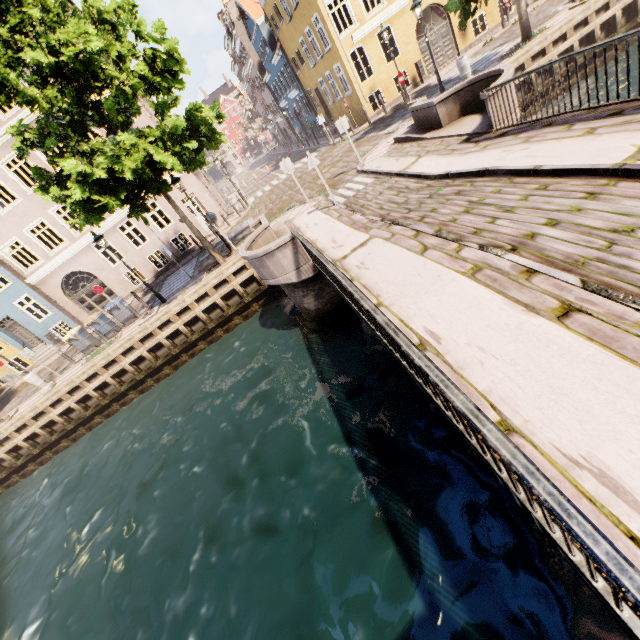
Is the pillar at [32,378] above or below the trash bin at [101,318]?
below

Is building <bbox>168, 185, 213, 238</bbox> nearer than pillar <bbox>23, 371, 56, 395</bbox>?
No

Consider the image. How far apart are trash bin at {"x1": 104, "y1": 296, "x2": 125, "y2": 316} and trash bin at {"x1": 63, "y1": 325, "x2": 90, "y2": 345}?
1.6m

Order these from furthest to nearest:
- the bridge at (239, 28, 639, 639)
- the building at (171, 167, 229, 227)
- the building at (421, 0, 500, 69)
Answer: the building at (171, 167, 229, 227) < the building at (421, 0, 500, 69) < the bridge at (239, 28, 639, 639)

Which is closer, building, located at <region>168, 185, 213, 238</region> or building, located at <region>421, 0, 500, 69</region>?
building, located at <region>421, 0, 500, 69</region>

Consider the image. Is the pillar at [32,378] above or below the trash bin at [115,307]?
below

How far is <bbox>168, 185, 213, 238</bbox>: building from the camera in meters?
21.0

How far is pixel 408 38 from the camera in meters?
19.9
